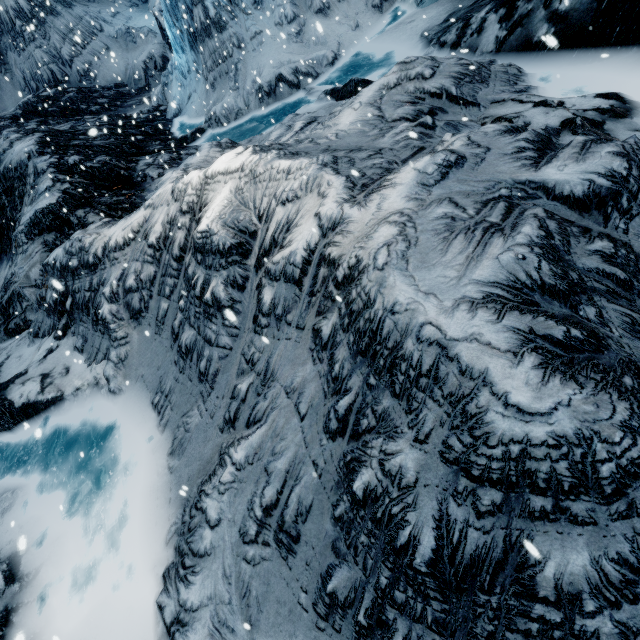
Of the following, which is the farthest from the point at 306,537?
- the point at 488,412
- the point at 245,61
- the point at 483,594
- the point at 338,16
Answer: the point at 338,16
